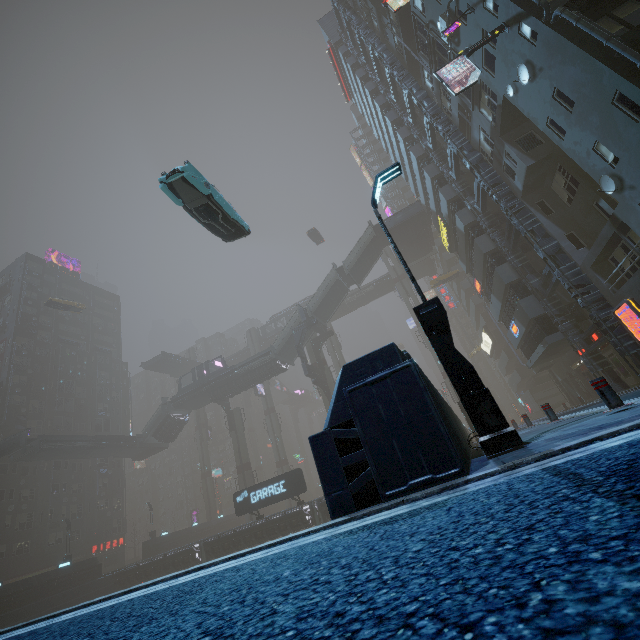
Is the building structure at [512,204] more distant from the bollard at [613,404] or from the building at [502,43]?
the bollard at [613,404]

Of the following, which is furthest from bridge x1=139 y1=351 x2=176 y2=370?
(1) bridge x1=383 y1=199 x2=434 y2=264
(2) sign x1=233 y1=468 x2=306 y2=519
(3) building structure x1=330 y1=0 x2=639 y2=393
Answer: (3) building structure x1=330 y1=0 x2=639 y2=393

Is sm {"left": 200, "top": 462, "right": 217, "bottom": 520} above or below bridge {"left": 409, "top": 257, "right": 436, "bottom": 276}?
below

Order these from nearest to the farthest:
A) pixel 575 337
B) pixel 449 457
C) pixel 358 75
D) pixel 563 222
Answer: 1. pixel 449 457
2. pixel 575 337
3. pixel 563 222
4. pixel 358 75

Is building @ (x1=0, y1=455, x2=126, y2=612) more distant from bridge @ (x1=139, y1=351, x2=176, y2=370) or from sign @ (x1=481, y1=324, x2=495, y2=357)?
bridge @ (x1=139, y1=351, x2=176, y2=370)

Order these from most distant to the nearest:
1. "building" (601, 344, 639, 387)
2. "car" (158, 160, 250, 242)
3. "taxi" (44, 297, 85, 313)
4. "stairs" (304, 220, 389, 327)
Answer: "taxi" (44, 297, 85, 313), "stairs" (304, 220, 389, 327), "building" (601, 344, 639, 387), "car" (158, 160, 250, 242)

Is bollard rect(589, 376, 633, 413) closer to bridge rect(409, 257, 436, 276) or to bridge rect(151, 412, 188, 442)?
bridge rect(151, 412, 188, 442)

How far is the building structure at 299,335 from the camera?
39.59m
